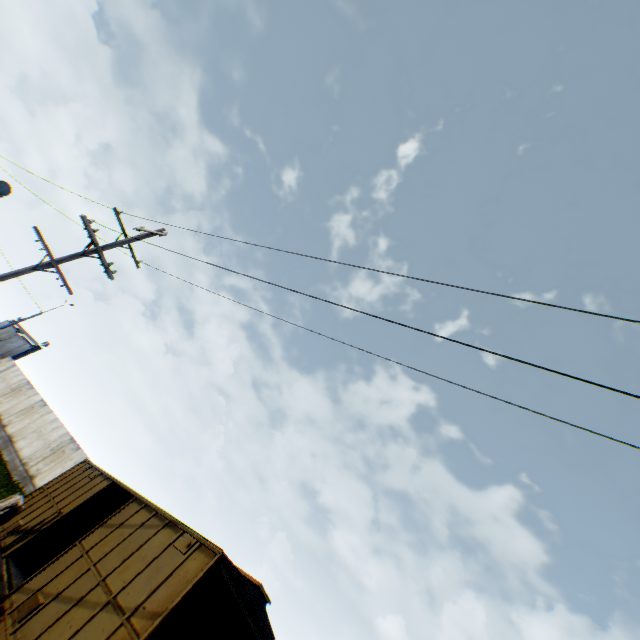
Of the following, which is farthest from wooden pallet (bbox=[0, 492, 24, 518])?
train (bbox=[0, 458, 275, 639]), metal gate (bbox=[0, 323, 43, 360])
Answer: metal gate (bbox=[0, 323, 43, 360])

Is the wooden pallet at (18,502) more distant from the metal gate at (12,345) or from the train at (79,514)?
the metal gate at (12,345)

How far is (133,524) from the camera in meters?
8.5 m

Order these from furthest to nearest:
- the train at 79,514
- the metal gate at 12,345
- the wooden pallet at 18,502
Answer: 1. the metal gate at 12,345
2. the wooden pallet at 18,502
3. the train at 79,514

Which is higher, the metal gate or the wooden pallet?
the metal gate

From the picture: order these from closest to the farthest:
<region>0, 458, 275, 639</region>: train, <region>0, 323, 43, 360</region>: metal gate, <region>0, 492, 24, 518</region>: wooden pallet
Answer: <region>0, 458, 275, 639</region>: train, <region>0, 492, 24, 518</region>: wooden pallet, <region>0, 323, 43, 360</region>: metal gate

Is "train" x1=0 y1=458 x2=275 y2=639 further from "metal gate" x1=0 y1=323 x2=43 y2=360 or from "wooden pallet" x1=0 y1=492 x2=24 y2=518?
"metal gate" x1=0 y1=323 x2=43 y2=360
